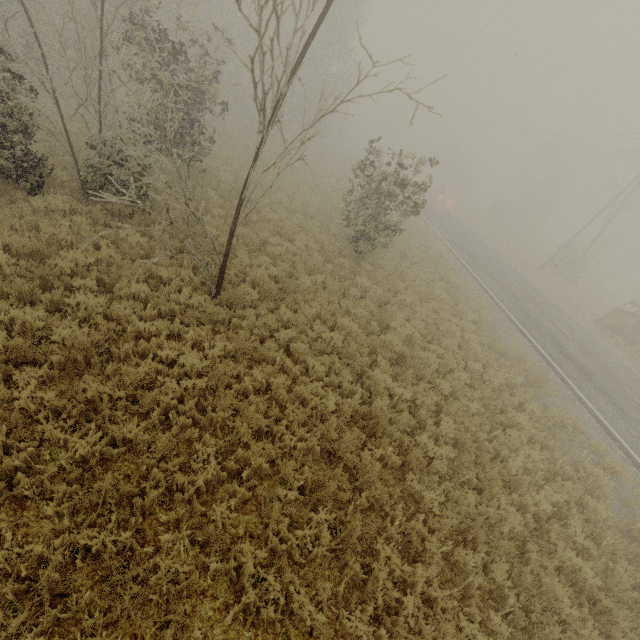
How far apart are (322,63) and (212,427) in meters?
32.6 m
